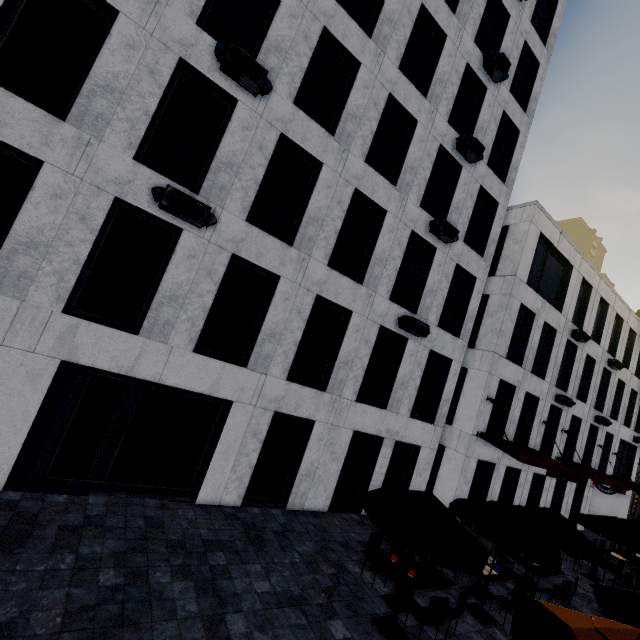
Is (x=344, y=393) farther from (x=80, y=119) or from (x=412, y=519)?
(x=80, y=119)

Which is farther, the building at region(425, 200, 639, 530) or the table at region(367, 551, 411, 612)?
the building at region(425, 200, 639, 530)

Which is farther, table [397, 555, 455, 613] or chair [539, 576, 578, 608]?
chair [539, 576, 578, 608]

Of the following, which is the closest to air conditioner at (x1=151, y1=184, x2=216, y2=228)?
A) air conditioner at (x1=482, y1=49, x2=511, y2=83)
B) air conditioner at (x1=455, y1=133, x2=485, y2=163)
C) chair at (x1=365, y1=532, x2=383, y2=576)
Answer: chair at (x1=365, y1=532, x2=383, y2=576)

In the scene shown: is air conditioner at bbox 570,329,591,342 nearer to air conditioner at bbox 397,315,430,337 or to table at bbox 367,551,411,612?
air conditioner at bbox 397,315,430,337

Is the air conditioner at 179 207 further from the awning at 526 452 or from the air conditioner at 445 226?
the awning at 526 452

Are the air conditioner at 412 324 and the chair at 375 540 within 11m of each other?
yes

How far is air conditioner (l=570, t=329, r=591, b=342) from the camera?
18.7 meters
